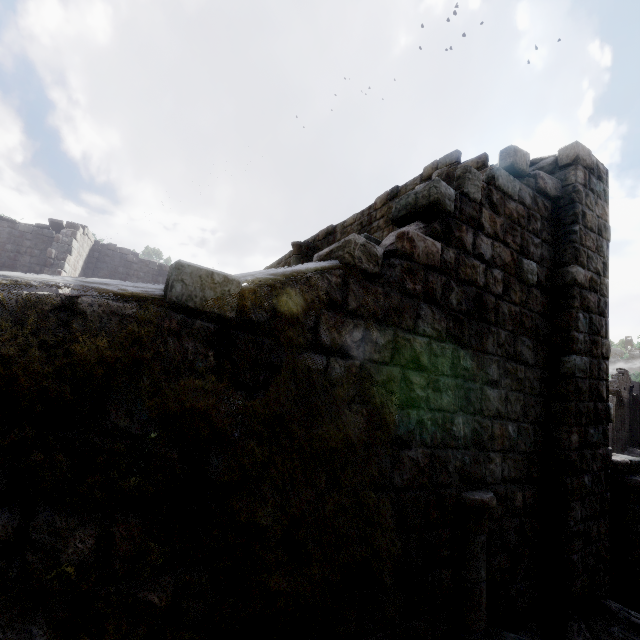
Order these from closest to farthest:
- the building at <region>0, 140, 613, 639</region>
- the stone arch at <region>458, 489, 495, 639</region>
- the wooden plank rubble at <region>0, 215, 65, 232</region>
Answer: the building at <region>0, 140, 613, 639</region>
the stone arch at <region>458, 489, 495, 639</region>
the wooden plank rubble at <region>0, 215, 65, 232</region>

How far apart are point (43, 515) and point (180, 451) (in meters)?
0.78

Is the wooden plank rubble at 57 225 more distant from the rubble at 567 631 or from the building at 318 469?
the rubble at 567 631

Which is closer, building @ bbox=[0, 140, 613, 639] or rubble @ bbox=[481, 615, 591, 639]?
building @ bbox=[0, 140, 613, 639]

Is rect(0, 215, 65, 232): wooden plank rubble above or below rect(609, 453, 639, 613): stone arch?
above

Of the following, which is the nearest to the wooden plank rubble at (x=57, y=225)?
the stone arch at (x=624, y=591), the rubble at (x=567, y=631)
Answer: the rubble at (x=567, y=631)

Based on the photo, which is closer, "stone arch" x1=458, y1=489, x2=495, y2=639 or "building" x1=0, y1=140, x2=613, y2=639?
"building" x1=0, y1=140, x2=613, y2=639

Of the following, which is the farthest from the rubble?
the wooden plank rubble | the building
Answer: the wooden plank rubble
